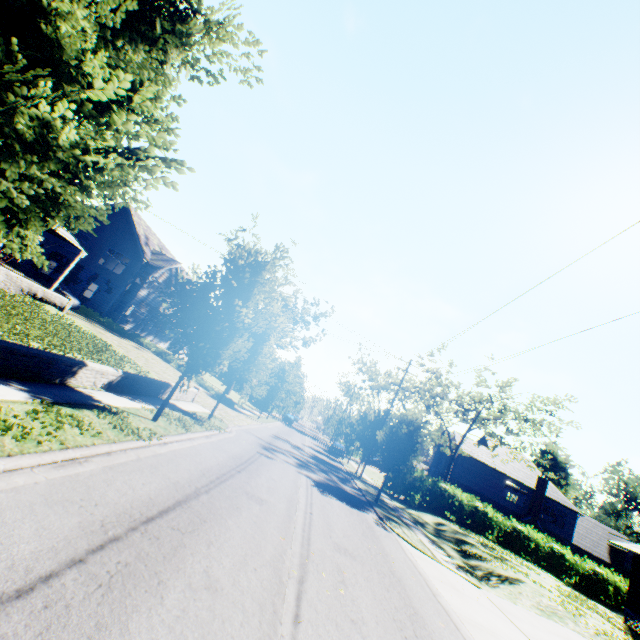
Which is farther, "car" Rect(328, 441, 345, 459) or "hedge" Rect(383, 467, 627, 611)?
"car" Rect(328, 441, 345, 459)

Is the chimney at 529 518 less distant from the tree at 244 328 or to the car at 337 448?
the tree at 244 328

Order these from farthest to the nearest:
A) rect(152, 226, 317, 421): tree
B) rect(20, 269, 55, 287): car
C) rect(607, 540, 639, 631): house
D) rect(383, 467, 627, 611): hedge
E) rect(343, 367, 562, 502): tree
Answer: rect(383, 467, 627, 611): hedge → rect(20, 269, 55, 287): car → rect(607, 540, 639, 631): house → rect(343, 367, 562, 502): tree → rect(152, 226, 317, 421): tree

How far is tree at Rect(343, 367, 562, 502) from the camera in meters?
19.8 m

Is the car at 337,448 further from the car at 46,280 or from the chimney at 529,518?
the car at 46,280

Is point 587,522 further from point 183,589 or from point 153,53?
point 153,53

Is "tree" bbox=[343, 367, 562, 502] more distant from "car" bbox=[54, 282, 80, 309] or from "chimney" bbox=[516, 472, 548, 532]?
"car" bbox=[54, 282, 80, 309]

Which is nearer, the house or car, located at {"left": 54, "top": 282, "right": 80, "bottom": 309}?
the house
